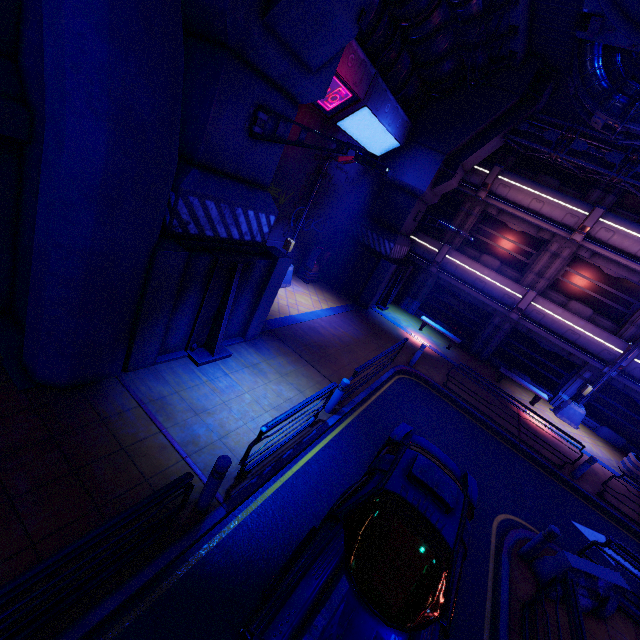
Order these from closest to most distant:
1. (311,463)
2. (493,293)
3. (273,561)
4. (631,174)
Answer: (273,561) → (311,463) → (631,174) → (493,293)

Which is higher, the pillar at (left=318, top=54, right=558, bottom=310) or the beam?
the pillar at (left=318, top=54, right=558, bottom=310)

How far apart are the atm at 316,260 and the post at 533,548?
12.8 meters

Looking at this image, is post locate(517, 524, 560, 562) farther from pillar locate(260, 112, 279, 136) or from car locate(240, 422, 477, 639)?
pillar locate(260, 112, 279, 136)

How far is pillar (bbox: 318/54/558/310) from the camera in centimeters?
1361cm

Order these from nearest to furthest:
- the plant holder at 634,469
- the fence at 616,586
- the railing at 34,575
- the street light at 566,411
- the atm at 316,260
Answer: the railing at 34,575 < the fence at 616,586 < the plant holder at 634,469 < the street light at 566,411 < the atm at 316,260

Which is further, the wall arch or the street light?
the street light

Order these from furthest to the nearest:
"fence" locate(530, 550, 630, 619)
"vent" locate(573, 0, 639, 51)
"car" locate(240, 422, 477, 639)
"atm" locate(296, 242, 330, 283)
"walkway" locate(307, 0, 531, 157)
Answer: "atm" locate(296, 242, 330, 283), "walkway" locate(307, 0, 531, 157), "vent" locate(573, 0, 639, 51), "fence" locate(530, 550, 630, 619), "car" locate(240, 422, 477, 639)
